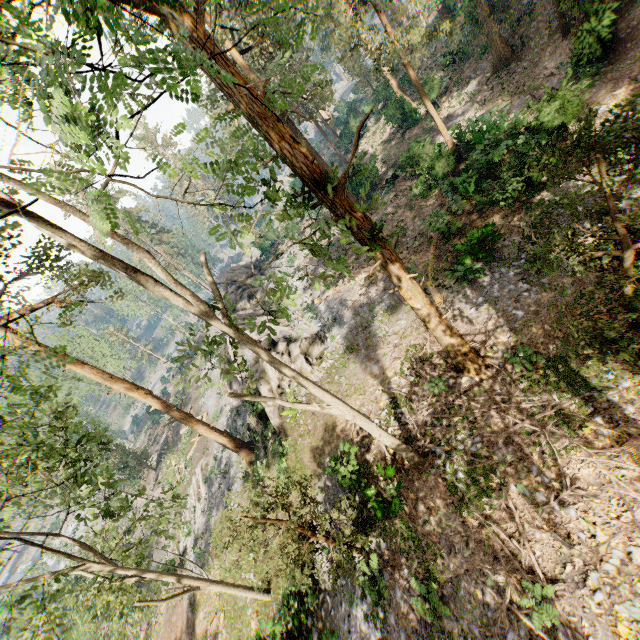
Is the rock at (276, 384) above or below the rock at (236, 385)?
above

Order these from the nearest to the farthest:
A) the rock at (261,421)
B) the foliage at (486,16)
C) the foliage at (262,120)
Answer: the foliage at (262,120) → the rock at (261,421) → the foliage at (486,16)

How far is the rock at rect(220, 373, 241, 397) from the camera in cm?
2777

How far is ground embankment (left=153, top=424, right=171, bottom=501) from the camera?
37.9m

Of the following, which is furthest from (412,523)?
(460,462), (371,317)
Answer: (371,317)

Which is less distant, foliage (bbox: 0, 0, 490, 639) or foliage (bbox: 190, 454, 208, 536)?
foliage (bbox: 0, 0, 490, 639)

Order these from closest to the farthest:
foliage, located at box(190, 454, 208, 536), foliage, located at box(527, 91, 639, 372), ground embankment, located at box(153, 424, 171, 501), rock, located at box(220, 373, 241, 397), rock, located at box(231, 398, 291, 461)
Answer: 1. foliage, located at box(527, 91, 639, 372)
2. rock, located at box(231, 398, 291, 461)
3. rock, located at box(220, 373, 241, 397)
4. foliage, located at box(190, 454, 208, 536)
5. ground embankment, located at box(153, 424, 171, 501)
